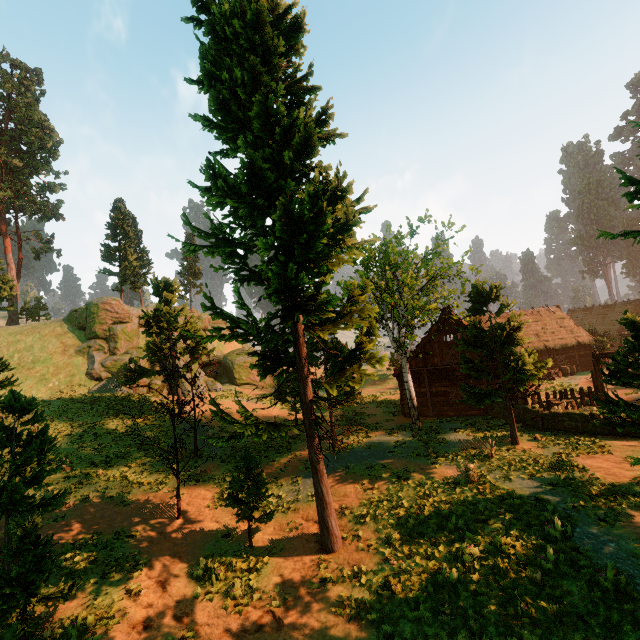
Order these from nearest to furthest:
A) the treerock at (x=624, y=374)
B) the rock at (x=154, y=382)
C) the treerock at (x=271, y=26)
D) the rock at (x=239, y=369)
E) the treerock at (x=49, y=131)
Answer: the treerock at (x=271, y=26) < the treerock at (x=624, y=374) < the rock at (x=154, y=382) < the rock at (x=239, y=369) < the treerock at (x=49, y=131)

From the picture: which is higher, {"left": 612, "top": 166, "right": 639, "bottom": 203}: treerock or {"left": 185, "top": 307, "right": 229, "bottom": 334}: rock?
{"left": 185, "top": 307, "right": 229, "bottom": 334}: rock

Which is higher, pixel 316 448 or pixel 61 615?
pixel 316 448

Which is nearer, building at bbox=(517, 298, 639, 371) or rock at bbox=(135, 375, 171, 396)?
rock at bbox=(135, 375, 171, 396)

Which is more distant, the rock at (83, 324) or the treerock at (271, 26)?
the rock at (83, 324)

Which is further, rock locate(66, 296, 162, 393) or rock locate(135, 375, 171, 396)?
rock locate(135, 375, 171, 396)

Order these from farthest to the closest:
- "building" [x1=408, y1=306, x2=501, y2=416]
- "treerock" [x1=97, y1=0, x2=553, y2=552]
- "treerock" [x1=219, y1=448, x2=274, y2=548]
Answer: "building" [x1=408, y1=306, x2=501, y2=416] → "treerock" [x1=219, y1=448, x2=274, y2=548] → "treerock" [x1=97, y1=0, x2=553, y2=552]

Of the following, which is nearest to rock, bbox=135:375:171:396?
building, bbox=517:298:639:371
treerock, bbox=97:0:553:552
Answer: treerock, bbox=97:0:553:552
